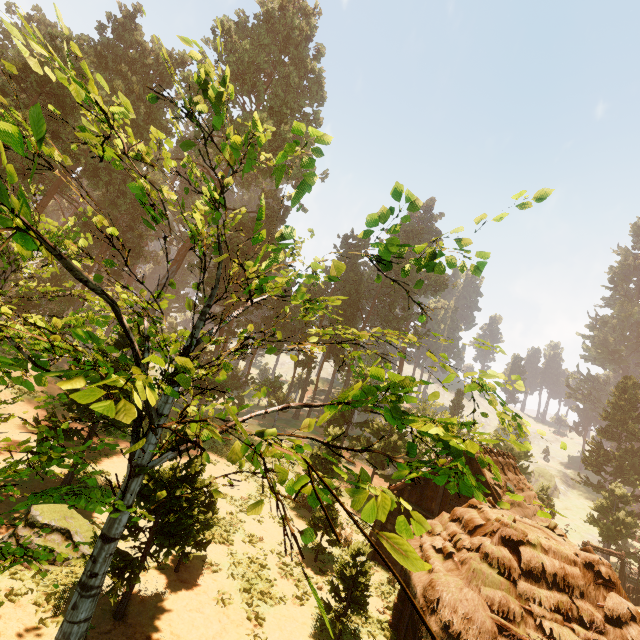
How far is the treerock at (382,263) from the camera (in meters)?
4.80

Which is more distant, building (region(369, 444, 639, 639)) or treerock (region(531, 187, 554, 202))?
building (region(369, 444, 639, 639))

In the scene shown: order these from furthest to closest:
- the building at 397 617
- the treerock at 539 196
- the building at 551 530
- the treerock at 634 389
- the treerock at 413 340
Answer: the treerock at 634 389, the building at 397 617, the building at 551 530, the treerock at 413 340, the treerock at 539 196

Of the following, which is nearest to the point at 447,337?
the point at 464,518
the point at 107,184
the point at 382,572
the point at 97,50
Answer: the point at 464,518

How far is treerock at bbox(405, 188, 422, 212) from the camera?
4.49m

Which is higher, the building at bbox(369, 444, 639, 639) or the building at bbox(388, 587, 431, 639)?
the building at bbox(369, 444, 639, 639)
